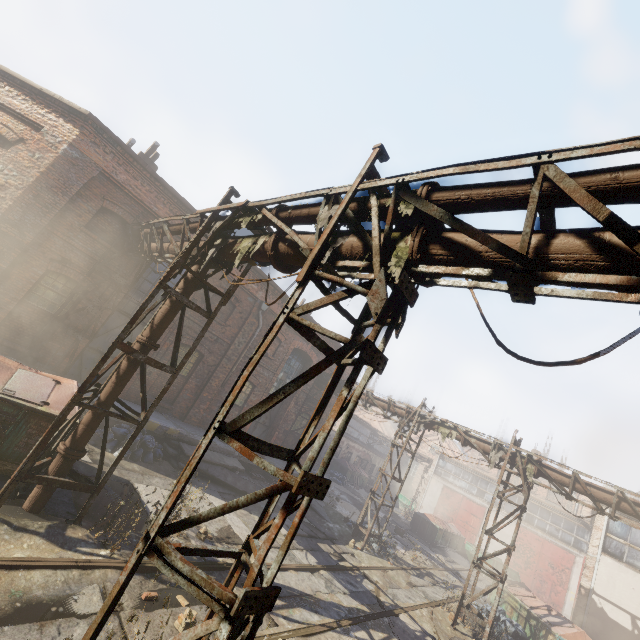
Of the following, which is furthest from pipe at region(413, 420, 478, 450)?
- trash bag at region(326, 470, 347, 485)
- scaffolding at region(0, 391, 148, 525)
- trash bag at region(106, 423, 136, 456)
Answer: trash bag at region(326, 470, 347, 485)

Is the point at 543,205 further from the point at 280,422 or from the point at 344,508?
the point at 344,508

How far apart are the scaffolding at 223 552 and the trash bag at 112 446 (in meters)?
7.59

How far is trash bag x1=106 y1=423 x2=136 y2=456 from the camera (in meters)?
9.70

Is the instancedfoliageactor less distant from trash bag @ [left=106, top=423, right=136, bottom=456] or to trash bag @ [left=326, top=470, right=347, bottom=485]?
trash bag @ [left=106, top=423, right=136, bottom=456]

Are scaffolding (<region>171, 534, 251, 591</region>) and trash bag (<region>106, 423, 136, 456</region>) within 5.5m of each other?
no

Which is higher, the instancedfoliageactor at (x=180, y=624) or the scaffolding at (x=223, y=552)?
the scaffolding at (x=223, y=552)

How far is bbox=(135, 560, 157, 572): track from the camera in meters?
5.6 m
